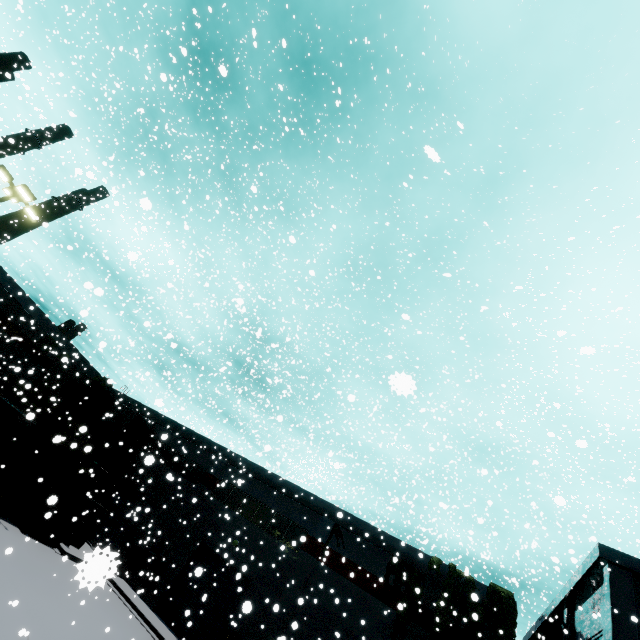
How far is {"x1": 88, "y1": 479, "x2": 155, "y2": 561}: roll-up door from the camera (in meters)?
21.27

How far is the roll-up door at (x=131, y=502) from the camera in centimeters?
2127cm

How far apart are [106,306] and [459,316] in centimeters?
3228cm

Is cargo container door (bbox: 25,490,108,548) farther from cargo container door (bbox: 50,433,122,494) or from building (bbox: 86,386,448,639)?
building (bbox: 86,386,448,639)

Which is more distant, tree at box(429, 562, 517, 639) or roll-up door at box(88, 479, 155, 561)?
roll-up door at box(88, 479, 155, 561)

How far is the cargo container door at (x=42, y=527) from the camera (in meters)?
18.19

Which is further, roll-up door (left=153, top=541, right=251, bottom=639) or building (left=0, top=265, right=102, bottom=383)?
building (left=0, top=265, right=102, bottom=383)

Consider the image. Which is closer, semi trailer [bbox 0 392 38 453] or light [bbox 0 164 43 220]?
light [bbox 0 164 43 220]
